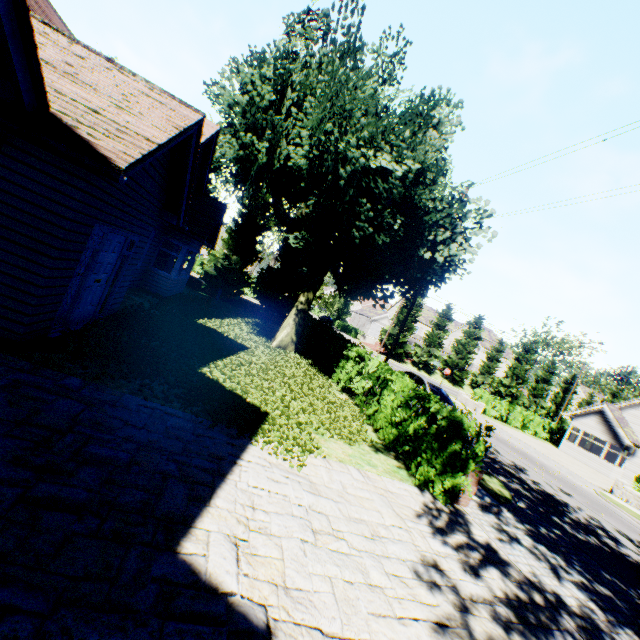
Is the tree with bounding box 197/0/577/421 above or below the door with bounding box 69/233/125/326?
above

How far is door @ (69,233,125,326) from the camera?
6.75m

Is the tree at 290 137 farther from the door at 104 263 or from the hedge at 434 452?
the door at 104 263

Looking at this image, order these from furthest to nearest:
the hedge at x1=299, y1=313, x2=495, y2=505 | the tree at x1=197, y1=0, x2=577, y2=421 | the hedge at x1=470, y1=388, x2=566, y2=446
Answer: the hedge at x1=470, y1=388, x2=566, y2=446 < the tree at x1=197, y1=0, x2=577, y2=421 < the hedge at x1=299, y1=313, x2=495, y2=505

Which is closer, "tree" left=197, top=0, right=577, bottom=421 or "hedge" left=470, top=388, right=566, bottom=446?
"tree" left=197, top=0, right=577, bottom=421

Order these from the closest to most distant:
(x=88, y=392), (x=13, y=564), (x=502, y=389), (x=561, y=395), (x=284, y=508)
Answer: (x=13, y=564) → (x=284, y=508) → (x=88, y=392) → (x=502, y=389) → (x=561, y=395)

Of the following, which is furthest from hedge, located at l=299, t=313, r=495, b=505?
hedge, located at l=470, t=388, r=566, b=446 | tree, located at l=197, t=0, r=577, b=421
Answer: hedge, located at l=470, t=388, r=566, b=446

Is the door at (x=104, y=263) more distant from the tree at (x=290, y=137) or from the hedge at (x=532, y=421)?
the hedge at (x=532, y=421)
